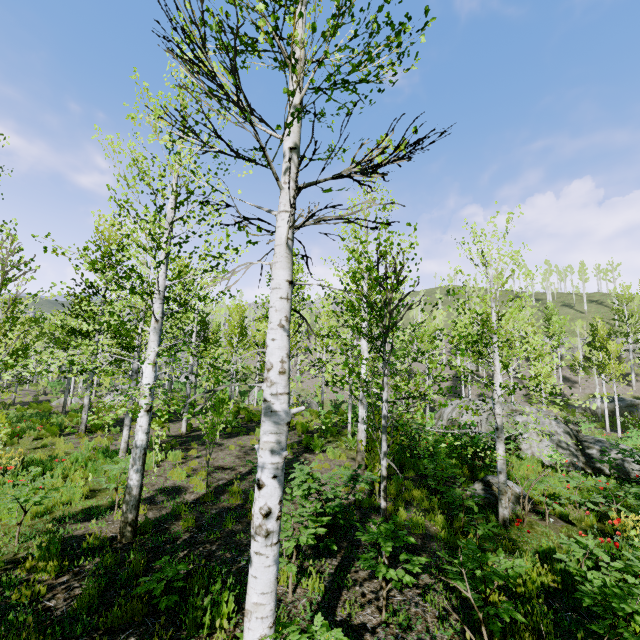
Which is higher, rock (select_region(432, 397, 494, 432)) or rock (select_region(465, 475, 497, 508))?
rock (select_region(432, 397, 494, 432))

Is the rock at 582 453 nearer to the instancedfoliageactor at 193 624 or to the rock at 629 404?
the instancedfoliageactor at 193 624

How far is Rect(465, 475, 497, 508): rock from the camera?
8.6 meters

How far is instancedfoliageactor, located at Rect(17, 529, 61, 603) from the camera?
4.1 meters

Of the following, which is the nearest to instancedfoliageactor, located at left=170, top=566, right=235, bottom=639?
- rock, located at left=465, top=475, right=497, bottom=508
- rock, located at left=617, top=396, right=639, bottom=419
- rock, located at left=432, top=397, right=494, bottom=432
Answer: rock, located at left=617, top=396, right=639, bottom=419

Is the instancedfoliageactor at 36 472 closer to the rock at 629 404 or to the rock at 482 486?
the rock at 629 404

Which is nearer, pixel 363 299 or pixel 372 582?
pixel 372 582
